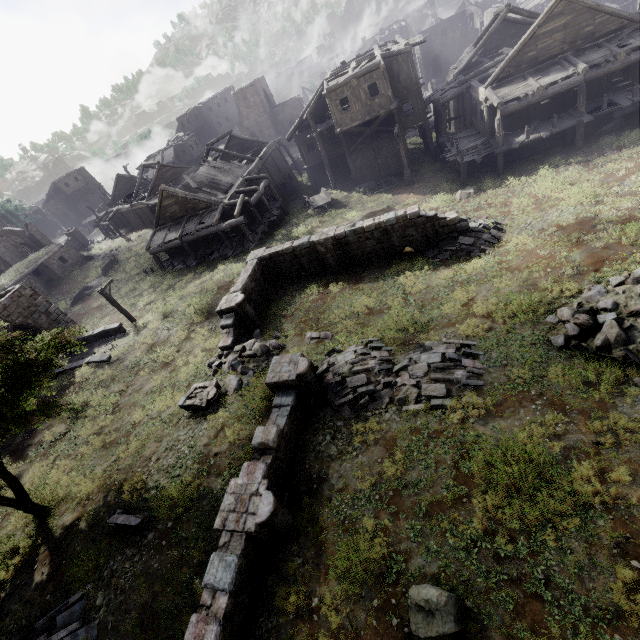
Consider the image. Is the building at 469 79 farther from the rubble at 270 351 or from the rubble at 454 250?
the rubble at 270 351

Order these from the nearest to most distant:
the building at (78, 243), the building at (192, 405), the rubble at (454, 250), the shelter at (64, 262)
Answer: the building at (192, 405) < the rubble at (454, 250) < the shelter at (64, 262) < the building at (78, 243)

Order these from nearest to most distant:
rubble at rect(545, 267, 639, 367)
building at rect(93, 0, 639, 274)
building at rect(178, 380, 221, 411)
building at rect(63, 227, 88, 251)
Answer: rubble at rect(545, 267, 639, 367) < building at rect(178, 380, 221, 411) < building at rect(93, 0, 639, 274) < building at rect(63, 227, 88, 251)

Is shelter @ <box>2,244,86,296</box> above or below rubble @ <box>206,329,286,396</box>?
above

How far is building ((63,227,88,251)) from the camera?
46.9m

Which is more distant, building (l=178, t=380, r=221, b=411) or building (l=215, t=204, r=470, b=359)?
building (l=215, t=204, r=470, b=359)

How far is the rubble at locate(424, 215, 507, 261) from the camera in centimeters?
1636cm

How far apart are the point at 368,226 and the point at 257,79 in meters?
49.2
